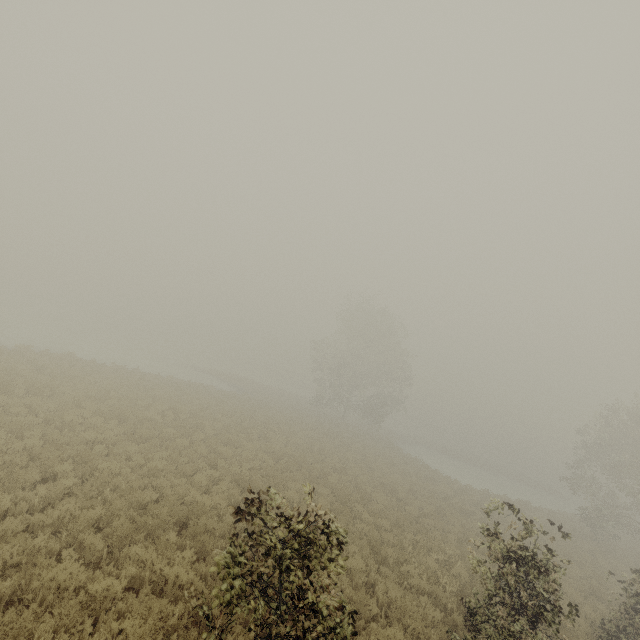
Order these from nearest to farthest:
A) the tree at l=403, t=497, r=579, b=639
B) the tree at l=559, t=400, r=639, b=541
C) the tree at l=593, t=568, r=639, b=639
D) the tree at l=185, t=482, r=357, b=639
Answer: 1. the tree at l=185, t=482, r=357, b=639
2. the tree at l=403, t=497, r=579, b=639
3. the tree at l=593, t=568, r=639, b=639
4. the tree at l=559, t=400, r=639, b=541

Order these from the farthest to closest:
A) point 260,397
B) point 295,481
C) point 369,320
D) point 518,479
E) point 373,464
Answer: point 518,479, point 369,320, point 260,397, point 373,464, point 295,481

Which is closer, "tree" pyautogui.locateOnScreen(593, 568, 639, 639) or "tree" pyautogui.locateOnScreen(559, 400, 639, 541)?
"tree" pyautogui.locateOnScreen(593, 568, 639, 639)

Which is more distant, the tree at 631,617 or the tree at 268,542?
the tree at 631,617

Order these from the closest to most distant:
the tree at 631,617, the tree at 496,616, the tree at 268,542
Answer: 1. the tree at 268,542
2. the tree at 496,616
3. the tree at 631,617

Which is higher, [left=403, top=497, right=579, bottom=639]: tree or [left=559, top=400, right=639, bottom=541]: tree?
[left=559, top=400, right=639, bottom=541]: tree

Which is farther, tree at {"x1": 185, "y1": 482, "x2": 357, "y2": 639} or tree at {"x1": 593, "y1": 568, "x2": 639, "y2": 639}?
tree at {"x1": 593, "y1": 568, "x2": 639, "y2": 639}
